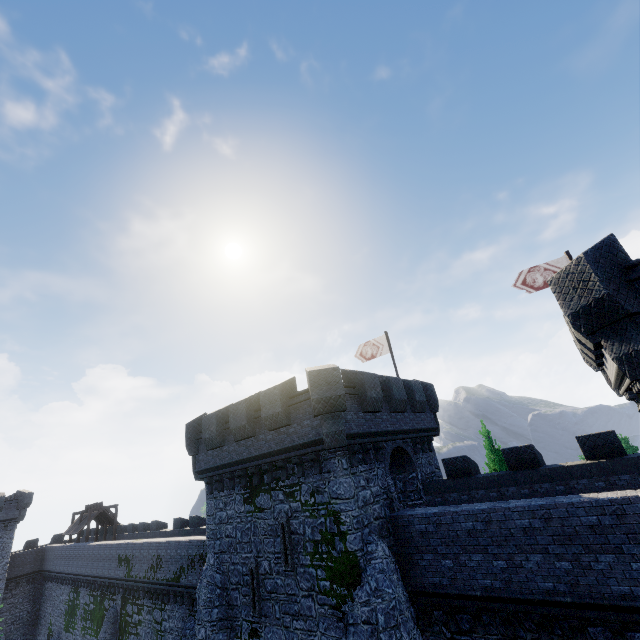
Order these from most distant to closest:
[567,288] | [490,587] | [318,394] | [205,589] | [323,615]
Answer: [205,589], [318,394], [323,615], [490,587], [567,288]

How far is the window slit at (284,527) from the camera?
13.08m

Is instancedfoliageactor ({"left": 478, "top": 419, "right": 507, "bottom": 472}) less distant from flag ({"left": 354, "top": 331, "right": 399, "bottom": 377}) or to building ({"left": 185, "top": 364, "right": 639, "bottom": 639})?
building ({"left": 185, "top": 364, "right": 639, "bottom": 639})

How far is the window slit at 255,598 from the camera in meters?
13.6 m

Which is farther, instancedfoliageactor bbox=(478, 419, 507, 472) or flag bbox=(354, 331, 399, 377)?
flag bbox=(354, 331, 399, 377)

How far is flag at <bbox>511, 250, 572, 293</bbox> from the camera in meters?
16.8 m

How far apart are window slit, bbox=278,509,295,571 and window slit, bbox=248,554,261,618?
1.6 meters

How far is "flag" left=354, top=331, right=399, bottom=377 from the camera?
22.3m
